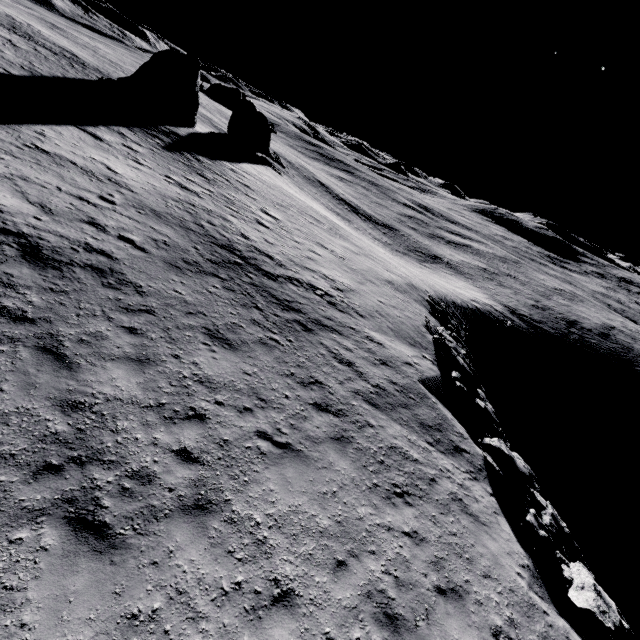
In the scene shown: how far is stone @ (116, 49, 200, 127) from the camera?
31.8m

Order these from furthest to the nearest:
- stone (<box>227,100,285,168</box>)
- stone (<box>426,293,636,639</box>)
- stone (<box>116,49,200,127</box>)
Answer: stone (<box>227,100,285,168</box>), stone (<box>116,49,200,127</box>), stone (<box>426,293,636,639</box>)

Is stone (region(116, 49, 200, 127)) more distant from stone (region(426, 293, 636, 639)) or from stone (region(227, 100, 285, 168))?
stone (region(426, 293, 636, 639))

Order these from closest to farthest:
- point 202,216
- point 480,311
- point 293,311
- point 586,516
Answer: point 293,311
point 202,216
point 586,516
point 480,311

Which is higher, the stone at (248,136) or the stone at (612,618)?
the stone at (248,136)

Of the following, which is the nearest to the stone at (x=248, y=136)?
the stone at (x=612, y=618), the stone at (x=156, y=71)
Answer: the stone at (x=156, y=71)
